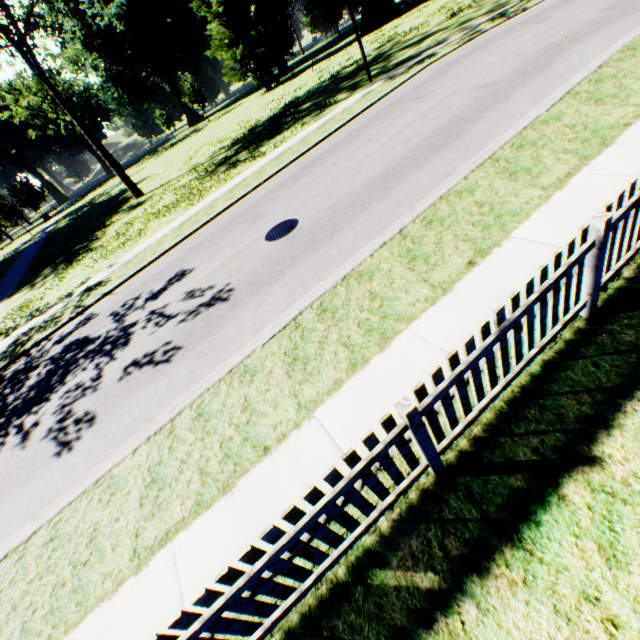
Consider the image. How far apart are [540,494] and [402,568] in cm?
137

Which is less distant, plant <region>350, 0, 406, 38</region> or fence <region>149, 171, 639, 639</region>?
fence <region>149, 171, 639, 639</region>

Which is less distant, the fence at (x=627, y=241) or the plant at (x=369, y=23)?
the fence at (x=627, y=241)
